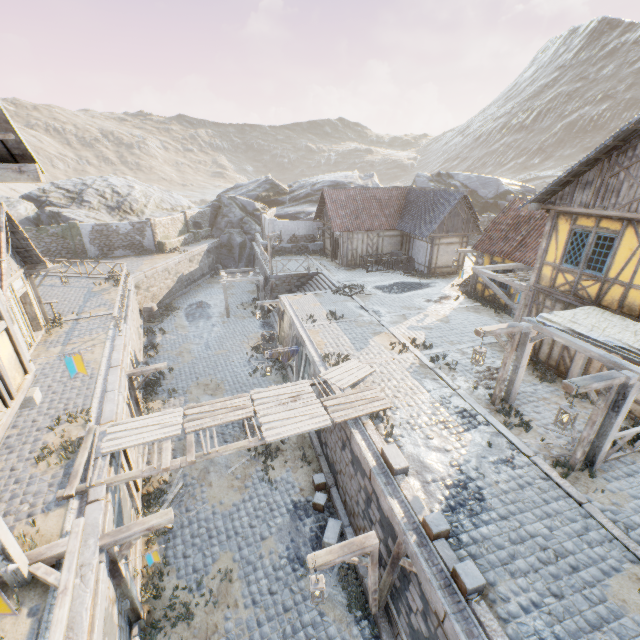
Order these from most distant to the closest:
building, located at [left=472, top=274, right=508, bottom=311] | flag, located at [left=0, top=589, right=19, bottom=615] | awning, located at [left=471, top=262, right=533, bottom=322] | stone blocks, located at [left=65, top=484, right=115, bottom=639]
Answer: building, located at [left=472, top=274, right=508, bottom=311]
awning, located at [left=471, top=262, right=533, bottom=322]
stone blocks, located at [left=65, top=484, right=115, bottom=639]
flag, located at [left=0, top=589, right=19, bottom=615]

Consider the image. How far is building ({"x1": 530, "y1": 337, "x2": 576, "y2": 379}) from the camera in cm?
1183

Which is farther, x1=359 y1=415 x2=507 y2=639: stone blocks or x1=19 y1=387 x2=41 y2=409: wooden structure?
x1=359 y1=415 x2=507 y2=639: stone blocks

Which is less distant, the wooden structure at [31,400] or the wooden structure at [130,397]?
the wooden structure at [31,400]

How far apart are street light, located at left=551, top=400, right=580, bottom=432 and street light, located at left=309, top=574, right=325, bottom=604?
6.0m

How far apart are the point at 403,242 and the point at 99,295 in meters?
22.6

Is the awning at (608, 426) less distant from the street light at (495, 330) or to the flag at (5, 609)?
the street light at (495, 330)

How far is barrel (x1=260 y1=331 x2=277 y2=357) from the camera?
19.23m
